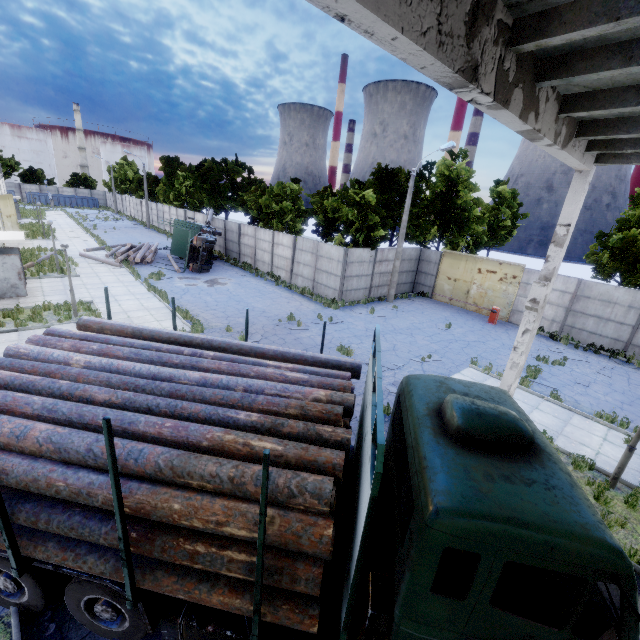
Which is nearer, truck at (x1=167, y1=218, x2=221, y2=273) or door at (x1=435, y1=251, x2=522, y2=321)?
door at (x1=435, y1=251, x2=522, y2=321)

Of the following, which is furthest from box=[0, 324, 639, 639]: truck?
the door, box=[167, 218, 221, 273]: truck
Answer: box=[167, 218, 221, 273]: truck

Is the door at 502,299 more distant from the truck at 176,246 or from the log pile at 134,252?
the log pile at 134,252

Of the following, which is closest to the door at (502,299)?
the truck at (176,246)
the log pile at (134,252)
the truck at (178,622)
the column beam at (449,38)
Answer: the column beam at (449,38)

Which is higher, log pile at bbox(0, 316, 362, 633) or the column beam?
the column beam

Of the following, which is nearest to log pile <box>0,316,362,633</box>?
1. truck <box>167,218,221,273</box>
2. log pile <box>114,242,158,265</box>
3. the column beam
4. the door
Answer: the column beam

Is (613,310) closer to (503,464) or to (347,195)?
(347,195)

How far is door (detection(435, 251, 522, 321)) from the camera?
21.3m
